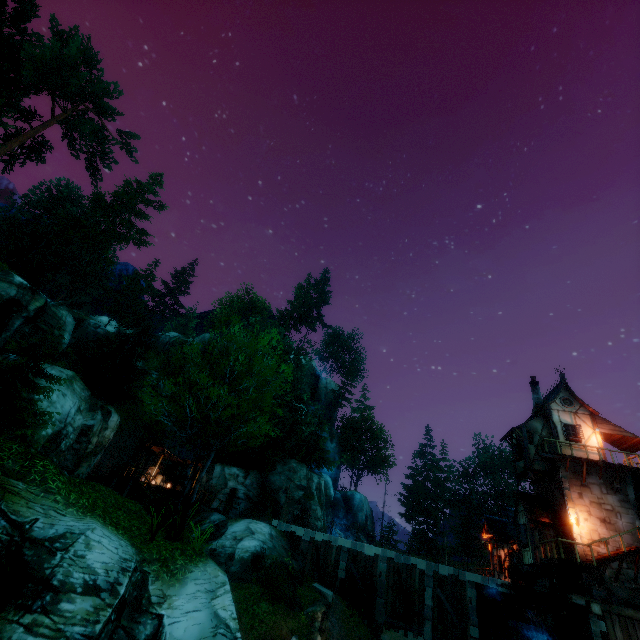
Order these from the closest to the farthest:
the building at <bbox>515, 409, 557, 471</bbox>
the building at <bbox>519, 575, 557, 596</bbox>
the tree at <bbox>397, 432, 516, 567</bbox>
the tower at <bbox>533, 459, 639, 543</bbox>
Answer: the tower at <bbox>533, 459, 639, 543</bbox> → the building at <bbox>519, 575, 557, 596</bbox> → the building at <bbox>515, 409, 557, 471</bbox> → the tree at <bbox>397, 432, 516, 567</bbox>

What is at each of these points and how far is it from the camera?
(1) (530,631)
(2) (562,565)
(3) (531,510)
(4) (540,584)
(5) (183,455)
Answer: (1) water wheel, 17.5m
(2) wooden platform, 18.1m
(3) building, 21.3m
(4) building, 21.9m
(5) building, 32.0m

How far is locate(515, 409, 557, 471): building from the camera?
22.6m

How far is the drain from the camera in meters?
18.1

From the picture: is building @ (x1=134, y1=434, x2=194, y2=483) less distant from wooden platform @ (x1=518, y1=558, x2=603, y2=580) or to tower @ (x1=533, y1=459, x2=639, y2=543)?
wooden platform @ (x1=518, y1=558, x2=603, y2=580)

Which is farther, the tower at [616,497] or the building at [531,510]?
the building at [531,510]

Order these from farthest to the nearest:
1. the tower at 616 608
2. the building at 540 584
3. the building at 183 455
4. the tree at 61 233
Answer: the building at 183 455, the building at 540 584, the tower at 616 608, the tree at 61 233

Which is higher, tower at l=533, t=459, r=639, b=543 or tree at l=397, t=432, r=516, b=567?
tree at l=397, t=432, r=516, b=567
